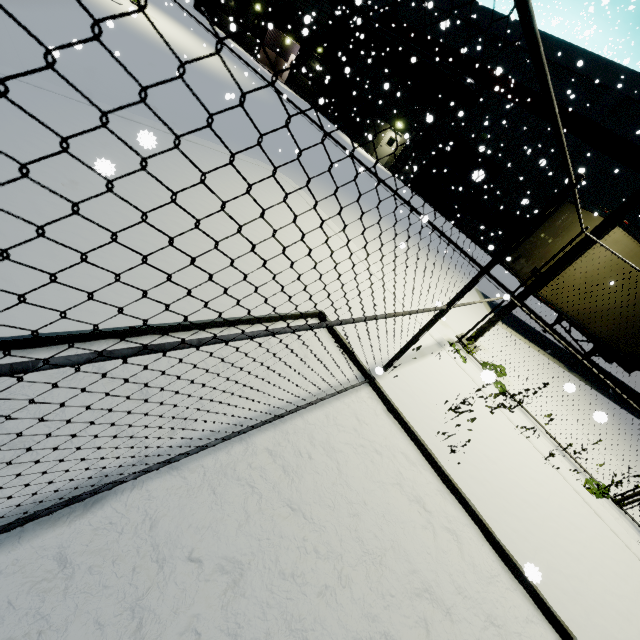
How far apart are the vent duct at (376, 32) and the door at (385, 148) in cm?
408

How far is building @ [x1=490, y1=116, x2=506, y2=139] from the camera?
20.8 meters

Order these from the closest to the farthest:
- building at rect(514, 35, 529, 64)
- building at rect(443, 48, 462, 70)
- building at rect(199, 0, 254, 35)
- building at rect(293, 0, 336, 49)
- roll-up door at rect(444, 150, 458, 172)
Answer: building at rect(514, 35, 529, 64) < building at rect(443, 48, 462, 70) < roll-up door at rect(444, 150, 458, 172) < building at rect(293, 0, 336, 49) < building at rect(199, 0, 254, 35)

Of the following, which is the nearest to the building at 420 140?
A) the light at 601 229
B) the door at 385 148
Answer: the door at 385 148

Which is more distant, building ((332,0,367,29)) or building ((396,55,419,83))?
building ((396,55,419,83))

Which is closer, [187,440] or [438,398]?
[187,440]

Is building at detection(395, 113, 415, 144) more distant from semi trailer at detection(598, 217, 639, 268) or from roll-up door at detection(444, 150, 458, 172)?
semi trailer at detection(598, 217, 639, 268)

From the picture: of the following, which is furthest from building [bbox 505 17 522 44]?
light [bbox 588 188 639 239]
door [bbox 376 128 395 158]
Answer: light [bbox 588 188 639 239]
